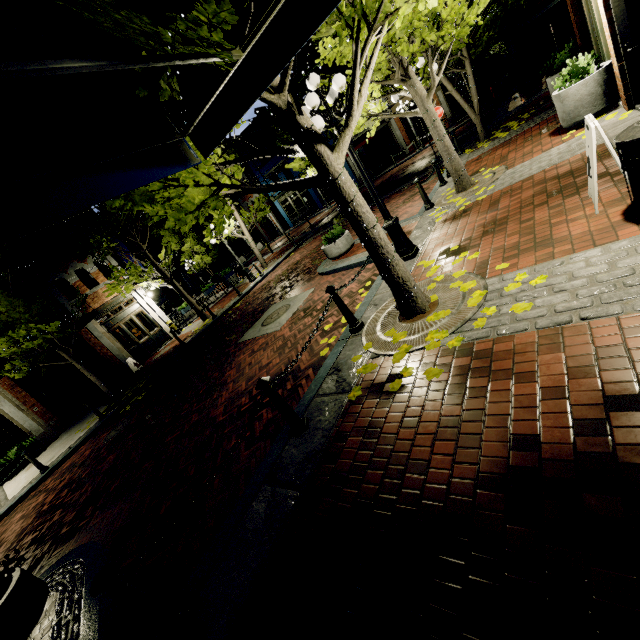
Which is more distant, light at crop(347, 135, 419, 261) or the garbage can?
light at crop(347, 135, 419, 261)

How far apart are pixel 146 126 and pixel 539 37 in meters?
30.2

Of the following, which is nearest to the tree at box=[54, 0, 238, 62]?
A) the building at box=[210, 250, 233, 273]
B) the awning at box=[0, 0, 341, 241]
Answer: the awning at box=[0, 0, 341, 241]

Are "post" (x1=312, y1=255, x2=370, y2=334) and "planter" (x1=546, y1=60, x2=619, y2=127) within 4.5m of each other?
no

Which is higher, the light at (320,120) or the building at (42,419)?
the light at (320,120)

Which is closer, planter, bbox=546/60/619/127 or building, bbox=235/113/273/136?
planter, bbox=546/60/619/127

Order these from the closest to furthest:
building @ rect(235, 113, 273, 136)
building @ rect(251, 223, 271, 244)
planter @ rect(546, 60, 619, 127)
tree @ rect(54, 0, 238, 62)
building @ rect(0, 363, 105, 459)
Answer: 1. tree @ rect(54, 0, 238, 62)
2. planter @ rect(546, 60, 619, 127)
3. building @ rect(0, 363, 105, 459)
4. building @ rect(235, 113, 273, 136)
5. building @ rect(251, 223, 271, 244)

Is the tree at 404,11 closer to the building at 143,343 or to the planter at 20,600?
the building at 143,343
